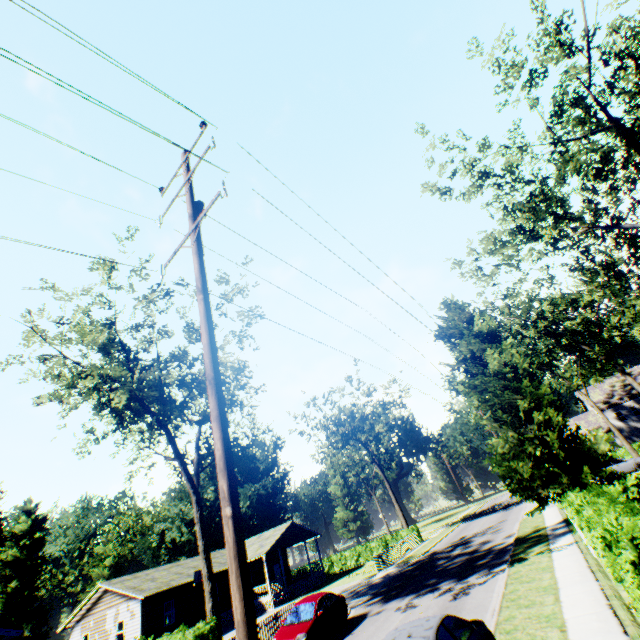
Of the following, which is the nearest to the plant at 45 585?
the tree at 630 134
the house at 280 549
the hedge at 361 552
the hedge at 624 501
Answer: the hedge at 624 501

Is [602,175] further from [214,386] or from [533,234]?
[214,386]

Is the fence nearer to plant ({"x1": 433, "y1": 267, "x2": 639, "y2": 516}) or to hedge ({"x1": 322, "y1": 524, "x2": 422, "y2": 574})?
hedge ({"x1": 322, "y1": 524, "x2": 422, "y2": 574})

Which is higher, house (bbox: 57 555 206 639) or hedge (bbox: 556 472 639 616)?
house (bbox: 57 555 206 639)

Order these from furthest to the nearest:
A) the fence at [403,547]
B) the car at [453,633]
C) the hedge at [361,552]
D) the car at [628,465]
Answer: the hedge at [361,552], the car at [628,465], the fence at [403,547], the car at [453,633]

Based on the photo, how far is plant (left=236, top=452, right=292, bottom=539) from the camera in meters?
49.4 m

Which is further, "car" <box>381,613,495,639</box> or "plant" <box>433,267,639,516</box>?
"plant" <box>433,267,639,516</box>

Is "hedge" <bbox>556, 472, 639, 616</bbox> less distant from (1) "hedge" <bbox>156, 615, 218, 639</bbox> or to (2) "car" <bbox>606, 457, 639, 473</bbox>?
(1) "hedge" <bbox>156, 615, 218, 639</bbox>
